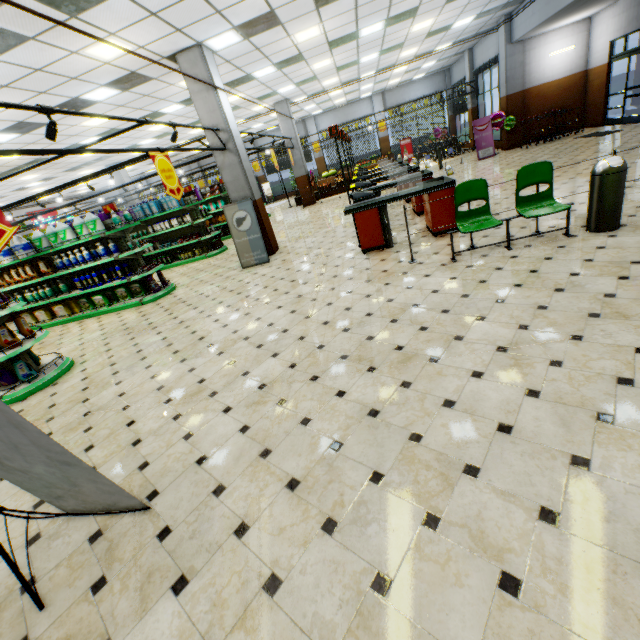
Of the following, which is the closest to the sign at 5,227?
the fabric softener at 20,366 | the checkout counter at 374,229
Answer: the fabric softener at 20,366

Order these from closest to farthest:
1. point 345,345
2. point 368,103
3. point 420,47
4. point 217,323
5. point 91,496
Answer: point 91,496 < point 345,345 < point 217,323 < point 420,47 < point 368,103

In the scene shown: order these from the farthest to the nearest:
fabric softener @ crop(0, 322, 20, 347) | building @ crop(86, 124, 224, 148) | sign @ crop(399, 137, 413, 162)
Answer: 1. sign @ crop(399, 137, 413, 162)
2. building @ crop(86, 124, 224, 148)
3. fabric softener @ crop(0, 322, 20, 347)

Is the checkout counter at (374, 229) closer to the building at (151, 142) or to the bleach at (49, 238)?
the building at (151, 142)

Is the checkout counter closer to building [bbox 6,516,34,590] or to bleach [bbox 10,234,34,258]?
building [bbox 6,516,34,590]

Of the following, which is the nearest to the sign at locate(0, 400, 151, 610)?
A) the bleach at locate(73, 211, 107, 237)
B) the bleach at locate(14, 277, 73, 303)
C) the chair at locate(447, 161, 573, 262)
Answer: the chair at locate(447, 161, 573, 262)

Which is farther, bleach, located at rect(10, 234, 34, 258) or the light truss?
bleach, located at rect(10, 234, 34, 258)

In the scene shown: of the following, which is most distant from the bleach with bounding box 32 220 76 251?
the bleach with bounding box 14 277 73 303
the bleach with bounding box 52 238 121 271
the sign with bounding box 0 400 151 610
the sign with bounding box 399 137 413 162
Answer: the sign with bounding box 399 137 413 162
